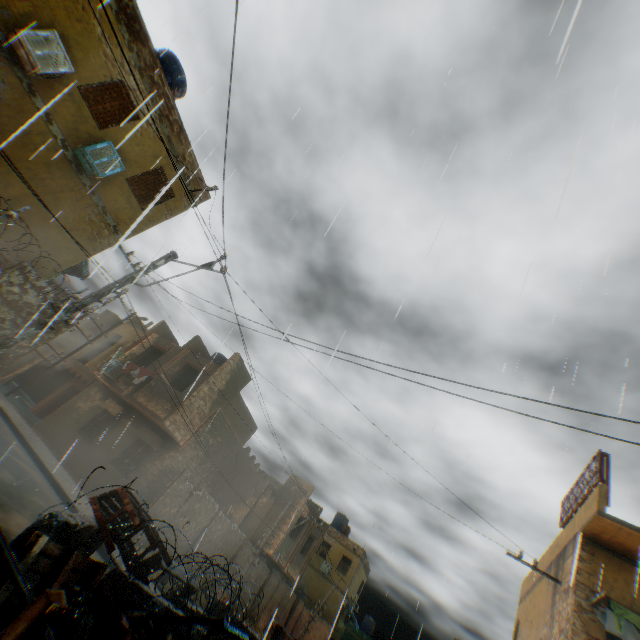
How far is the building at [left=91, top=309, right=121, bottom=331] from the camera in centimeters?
2677cm

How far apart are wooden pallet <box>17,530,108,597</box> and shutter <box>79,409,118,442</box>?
15.8m

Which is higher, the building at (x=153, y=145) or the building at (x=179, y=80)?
the building at (x=179, y=80)

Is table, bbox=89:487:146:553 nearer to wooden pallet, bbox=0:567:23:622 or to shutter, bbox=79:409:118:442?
wooden pallet, bbox=0:567:23:622

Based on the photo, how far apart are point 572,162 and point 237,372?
16.9 meters

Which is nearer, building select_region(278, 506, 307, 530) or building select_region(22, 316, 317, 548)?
building select_region(22, 316, 317, 548)

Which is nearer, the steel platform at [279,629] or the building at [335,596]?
the steel platform at [279,629]
